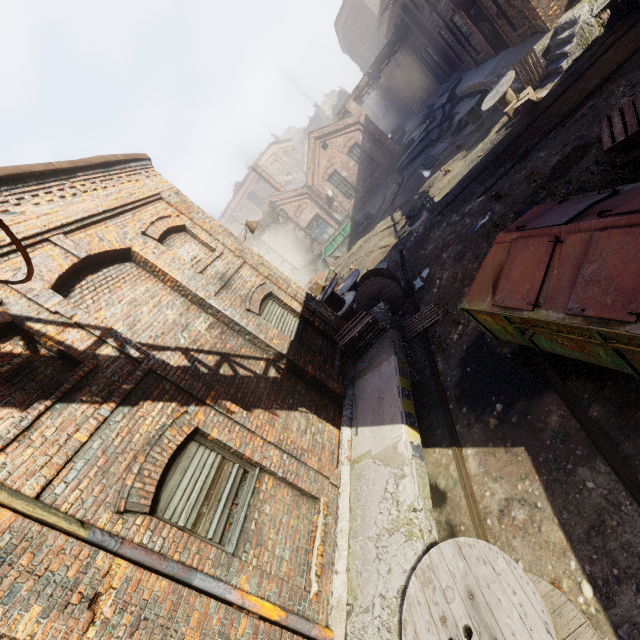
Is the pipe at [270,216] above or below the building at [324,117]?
below

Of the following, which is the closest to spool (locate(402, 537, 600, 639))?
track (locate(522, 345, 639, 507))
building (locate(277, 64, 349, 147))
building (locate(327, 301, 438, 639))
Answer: building (locate(327, 301, 438, 639))

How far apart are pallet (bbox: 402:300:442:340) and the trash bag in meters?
14.2 m

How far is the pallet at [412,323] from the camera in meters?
8.6 m

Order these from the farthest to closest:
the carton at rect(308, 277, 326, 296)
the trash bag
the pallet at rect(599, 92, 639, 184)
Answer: the trash bag
the carton at rect(308, 277, 326, 296)
the pallet at rect(599, 92, 639, 184)

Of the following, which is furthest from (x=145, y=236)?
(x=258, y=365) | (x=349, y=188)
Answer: (x=349, y=188)

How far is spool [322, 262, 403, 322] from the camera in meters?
10.1 m

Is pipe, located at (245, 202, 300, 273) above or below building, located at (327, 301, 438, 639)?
above
